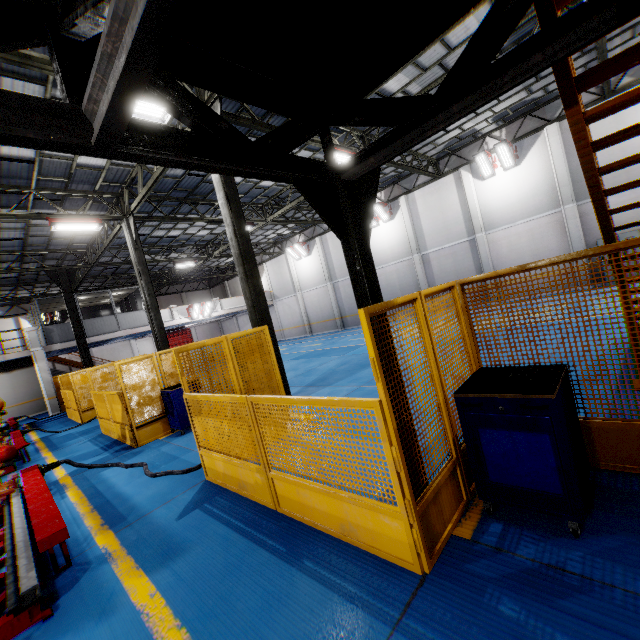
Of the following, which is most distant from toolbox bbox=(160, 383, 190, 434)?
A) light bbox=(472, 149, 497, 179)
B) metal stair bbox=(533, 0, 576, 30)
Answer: light bbox=(472, 149, 497, 179)

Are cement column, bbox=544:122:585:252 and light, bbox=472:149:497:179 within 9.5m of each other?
yes

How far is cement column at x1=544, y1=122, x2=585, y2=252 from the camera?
15.12m

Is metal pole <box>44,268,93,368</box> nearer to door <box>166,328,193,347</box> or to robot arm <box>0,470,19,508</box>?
robot arm <box>0,470,19,508</box>

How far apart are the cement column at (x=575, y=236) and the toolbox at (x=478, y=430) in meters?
16.3 m

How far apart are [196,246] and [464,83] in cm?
2439

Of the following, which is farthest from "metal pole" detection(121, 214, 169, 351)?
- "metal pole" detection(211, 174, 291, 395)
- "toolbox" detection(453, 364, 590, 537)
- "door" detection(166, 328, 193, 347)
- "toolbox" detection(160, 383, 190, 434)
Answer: "door" detection(166, 328, 193, 347)

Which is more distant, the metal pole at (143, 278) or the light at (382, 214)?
the light at (382, 214)
